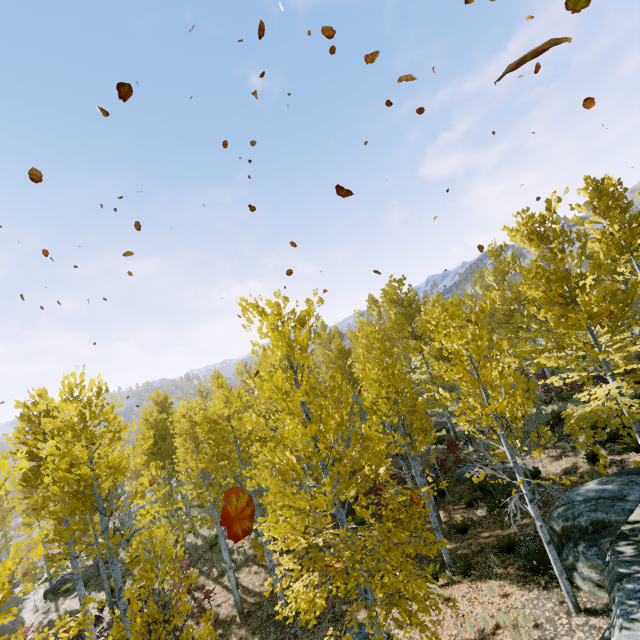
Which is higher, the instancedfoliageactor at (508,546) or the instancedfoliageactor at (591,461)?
the instancedfoliageactor at (591,461)

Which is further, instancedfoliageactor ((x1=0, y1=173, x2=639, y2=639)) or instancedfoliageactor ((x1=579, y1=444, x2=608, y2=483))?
instancedfoliageactor ((x1=579, y1=444, x2=608, y2=483))

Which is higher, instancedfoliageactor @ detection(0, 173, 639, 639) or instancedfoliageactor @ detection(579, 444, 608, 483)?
instancedfoliageactor @ detection(0, 173, 639, 639)

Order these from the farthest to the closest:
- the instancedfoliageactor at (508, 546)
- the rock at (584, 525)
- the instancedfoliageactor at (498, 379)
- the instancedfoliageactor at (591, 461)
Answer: the instancedfoliageactor at (591, 461) → the instancedfoliageactor at (508, 546) → the instancedfoliageactor at (498, 379) → the rock at (584, 525)

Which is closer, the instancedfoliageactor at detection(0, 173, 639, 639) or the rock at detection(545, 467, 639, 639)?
the rock at detection(545, 467, 639, 639)

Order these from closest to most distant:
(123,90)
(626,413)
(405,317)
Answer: (123,90)
(626,413)
(405,317)

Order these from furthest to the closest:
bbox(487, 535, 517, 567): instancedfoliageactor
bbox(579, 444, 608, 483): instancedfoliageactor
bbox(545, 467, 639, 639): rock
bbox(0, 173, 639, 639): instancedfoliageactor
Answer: bbox(579, 444, 608, 483): instancedfoliageactor < bbox(487, 535, 517, 567): instancedfoliageactor < bbox(0, 173, 639, 639): instancedfoliageactor < bbox(545, 467, 639, 639): rock

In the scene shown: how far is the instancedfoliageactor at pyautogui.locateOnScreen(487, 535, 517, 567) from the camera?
9.5m
